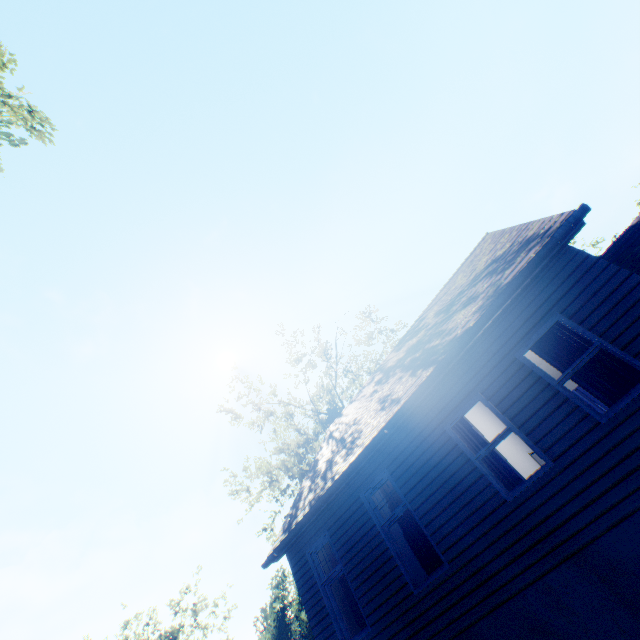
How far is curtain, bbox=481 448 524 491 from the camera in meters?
5.9

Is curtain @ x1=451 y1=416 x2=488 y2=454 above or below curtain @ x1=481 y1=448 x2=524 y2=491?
→ above

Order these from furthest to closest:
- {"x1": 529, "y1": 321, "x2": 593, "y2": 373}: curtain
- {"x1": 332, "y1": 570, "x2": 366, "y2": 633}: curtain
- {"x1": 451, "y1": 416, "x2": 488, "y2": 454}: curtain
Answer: {"x1": 332, "y1": 570, "x2": 366, "y2": 633}: curtain, {"x1": 451, "y1": 416, "x2": 488, "y2": 454}: curtain, {"x1": 529, "y1": 321, "x2": 593, "y2": 373}: curtain

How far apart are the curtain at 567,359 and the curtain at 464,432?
1.9m

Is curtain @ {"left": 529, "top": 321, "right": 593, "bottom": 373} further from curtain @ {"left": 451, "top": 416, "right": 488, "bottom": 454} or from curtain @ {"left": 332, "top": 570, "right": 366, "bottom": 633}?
curtain @ {"left": 332, "top": 570, "right": 366, "bottom": 633}

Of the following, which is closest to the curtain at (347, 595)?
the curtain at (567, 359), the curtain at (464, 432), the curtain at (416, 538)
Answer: the curtain at (416, 538)

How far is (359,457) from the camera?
7.48m

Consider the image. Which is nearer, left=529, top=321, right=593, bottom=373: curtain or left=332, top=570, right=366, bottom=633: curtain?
left=529, top=321, right=593, bottom=373: curtain
